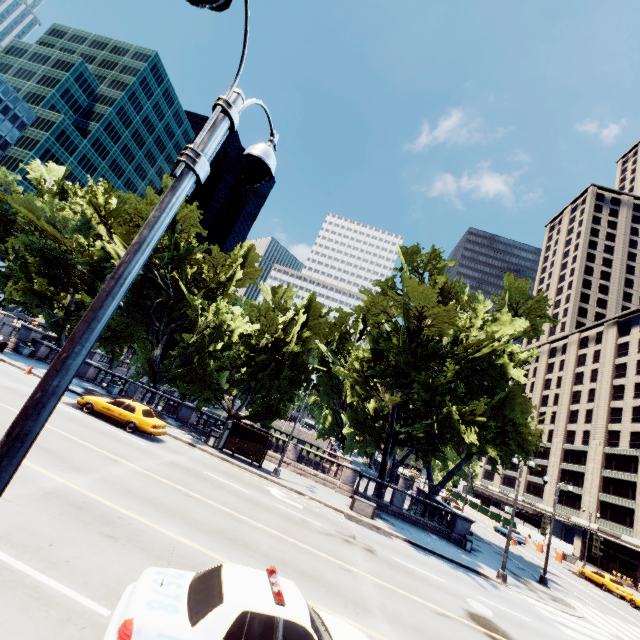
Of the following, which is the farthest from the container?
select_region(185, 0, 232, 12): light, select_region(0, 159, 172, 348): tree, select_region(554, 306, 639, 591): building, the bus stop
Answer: select_region(554, 306, 639, 591): building

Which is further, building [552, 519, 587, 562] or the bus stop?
building [552, 519, 587, 562]

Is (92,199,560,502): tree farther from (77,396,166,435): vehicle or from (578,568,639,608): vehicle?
(578,568,639,608): vehicle

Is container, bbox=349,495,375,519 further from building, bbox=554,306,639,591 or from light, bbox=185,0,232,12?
building, bbox=554,306,639,591

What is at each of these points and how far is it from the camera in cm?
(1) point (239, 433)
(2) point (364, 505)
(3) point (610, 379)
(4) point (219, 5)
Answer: (1) bus stop, 2334
(2) container, 2116
(3) building, 5897
(4) light, 250

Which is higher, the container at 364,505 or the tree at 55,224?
the tree at 55,224

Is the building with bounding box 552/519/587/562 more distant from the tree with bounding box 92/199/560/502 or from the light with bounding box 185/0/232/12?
the light with bounding box 185/0/232/12

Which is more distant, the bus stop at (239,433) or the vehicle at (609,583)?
the vehicle at (609,583)
